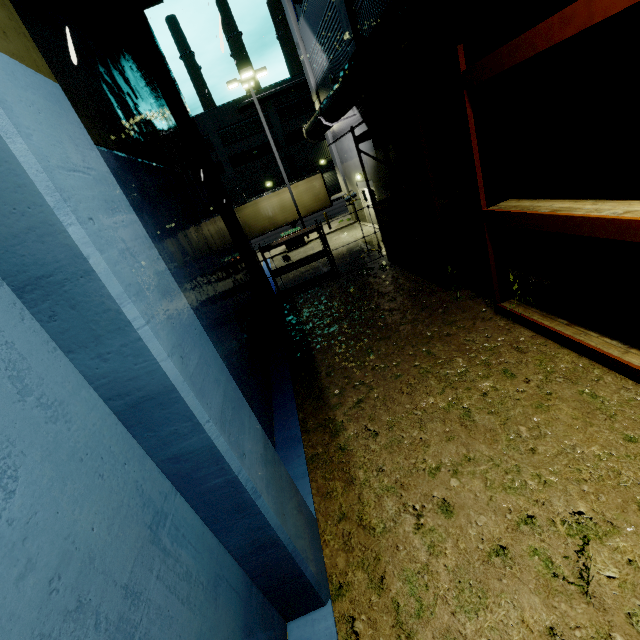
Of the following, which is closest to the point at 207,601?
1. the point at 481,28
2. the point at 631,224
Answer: the point at 631,224

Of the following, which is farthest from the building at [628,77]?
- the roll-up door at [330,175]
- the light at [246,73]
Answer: the light at [246,73]

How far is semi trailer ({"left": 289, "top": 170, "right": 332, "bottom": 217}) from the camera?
24.97m

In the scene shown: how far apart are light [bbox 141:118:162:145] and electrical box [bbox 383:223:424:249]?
8.6m

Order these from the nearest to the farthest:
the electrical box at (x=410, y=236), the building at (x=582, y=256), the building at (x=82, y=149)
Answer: the building at (x=82, y=149) → the building at (x=582, y=256) → the electrical box at (x=410, y=236)

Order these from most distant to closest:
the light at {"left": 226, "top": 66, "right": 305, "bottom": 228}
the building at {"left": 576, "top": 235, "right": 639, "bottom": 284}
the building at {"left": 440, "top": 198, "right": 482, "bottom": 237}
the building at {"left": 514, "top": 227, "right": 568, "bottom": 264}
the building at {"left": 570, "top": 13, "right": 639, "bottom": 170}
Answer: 1. the light at {"left": 226, "top": 66, "right": 305, "bottom": 228}
2. the building at {"left": 440, "top": 198, "right": 482, "bottom": 237}
3. the building at {"left": 514, "top": 227, "right": 568, "bottom": 264}
4. the building at {"left": 576, "top": 235, "right": 639, "bottom": 284}
5. the building at {"left": 570, "top": 13, "right": 639, "bottom": 170}

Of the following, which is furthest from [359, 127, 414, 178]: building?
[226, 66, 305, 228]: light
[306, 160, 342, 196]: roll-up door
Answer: [226, 66, 305, 228]: light
